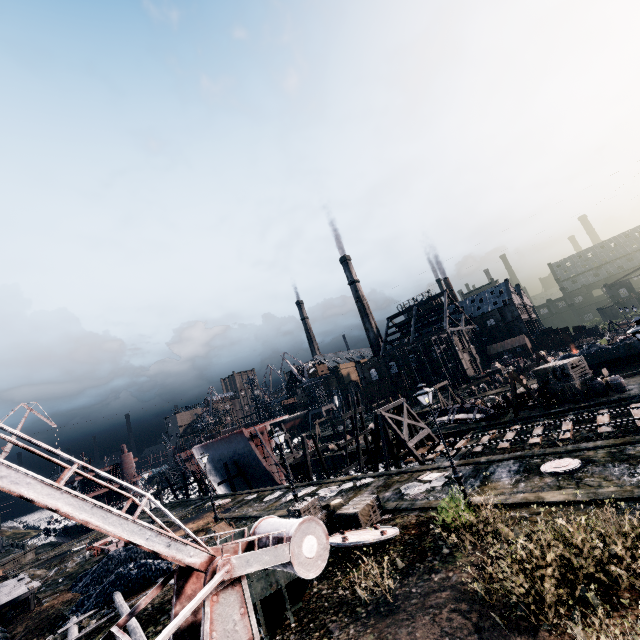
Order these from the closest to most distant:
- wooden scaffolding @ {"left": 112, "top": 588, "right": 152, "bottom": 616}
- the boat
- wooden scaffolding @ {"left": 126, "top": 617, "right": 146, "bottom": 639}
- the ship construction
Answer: wooden scaffolding @ {"left": 126, "top": 617, "right": 146, "bottom": 639}
wooden scaffolding @ {"left": 112, "top": 588, "right": 152, "bottom": 616}
the boat
the ship construction

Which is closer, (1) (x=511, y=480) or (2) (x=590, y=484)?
(2) (x=590, y=484)

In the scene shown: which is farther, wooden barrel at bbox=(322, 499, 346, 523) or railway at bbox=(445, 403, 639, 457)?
railway at bbox=(445, 403, 639, 457)

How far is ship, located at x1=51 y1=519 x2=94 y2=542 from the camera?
52.8m

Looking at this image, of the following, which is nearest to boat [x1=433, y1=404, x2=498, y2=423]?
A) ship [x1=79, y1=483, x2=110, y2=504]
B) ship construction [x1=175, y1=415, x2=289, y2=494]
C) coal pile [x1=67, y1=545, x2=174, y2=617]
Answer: ship construction [x1=175, y1=415, x2=289, y2=494]

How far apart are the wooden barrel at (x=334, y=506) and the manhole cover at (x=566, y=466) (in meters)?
10.15

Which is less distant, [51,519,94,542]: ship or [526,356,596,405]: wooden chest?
[526,356,596,405]: wooden chest

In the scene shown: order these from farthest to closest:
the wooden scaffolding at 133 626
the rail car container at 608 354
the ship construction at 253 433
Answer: the ship construction at 253 433 < the rail car container at 608 354 < the wooden scaffolding at 133 626
